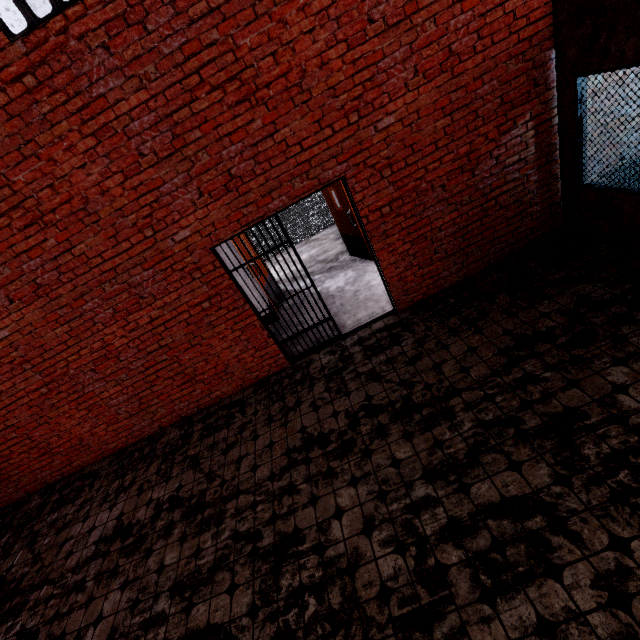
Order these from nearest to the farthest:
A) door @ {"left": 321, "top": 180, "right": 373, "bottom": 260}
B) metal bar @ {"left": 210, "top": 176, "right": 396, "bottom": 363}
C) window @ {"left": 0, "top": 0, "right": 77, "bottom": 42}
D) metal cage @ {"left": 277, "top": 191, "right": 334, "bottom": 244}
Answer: window @ {"left": 0, "top": 0, "right": 77, "bottom": 42}, metal bar @ {"left": 210, "top": 176, "right": 396, "bottom": 363}, door @ {"left": 321, "top": 180, "right": 373, "bottom": 260}, metal cage @ {"left": 277, "top": 191, "right": 334, "bottom": 244}

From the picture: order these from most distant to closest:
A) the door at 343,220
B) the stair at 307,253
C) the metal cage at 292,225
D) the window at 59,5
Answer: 1. the metal cage at 292,225
2. the stair at 307,253
3. the door at 343,220
4. the window at 59,5

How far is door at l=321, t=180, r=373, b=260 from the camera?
6.7m

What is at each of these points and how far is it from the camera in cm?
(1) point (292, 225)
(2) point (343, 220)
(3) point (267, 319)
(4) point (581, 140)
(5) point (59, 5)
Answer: (1) metal cage, 1054
(2) door, 730
(3) metal bar, 527
(4) window, 422
(5) window, 311

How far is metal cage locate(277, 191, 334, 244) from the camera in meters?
10.3 m

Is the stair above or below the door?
below

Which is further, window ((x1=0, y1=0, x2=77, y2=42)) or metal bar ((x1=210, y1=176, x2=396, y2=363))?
metal bar ((x1=210, y1=176, x2=396, y2=363))

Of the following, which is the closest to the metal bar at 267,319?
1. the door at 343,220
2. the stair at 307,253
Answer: the door at 343,220
